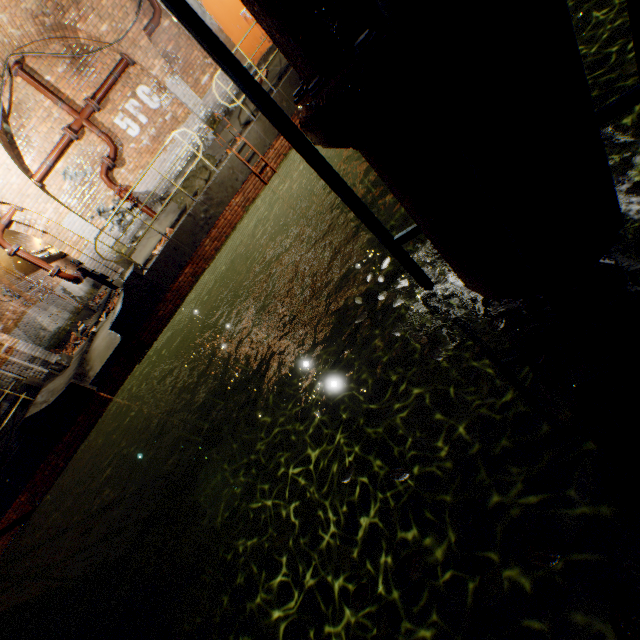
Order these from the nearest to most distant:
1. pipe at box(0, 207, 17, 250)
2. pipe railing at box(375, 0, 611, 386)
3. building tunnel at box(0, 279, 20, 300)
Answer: pipe railing at box(375, 0, 611, 386) < pipe at box(0, 207, 17, 250) < building tunnel at box(0, 279, 20, 300)

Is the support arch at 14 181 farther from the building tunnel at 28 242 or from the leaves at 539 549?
the leaves at 539 549

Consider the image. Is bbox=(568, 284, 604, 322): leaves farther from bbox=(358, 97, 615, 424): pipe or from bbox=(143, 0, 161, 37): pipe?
bbox=(143, 0, 161, 37): pipe

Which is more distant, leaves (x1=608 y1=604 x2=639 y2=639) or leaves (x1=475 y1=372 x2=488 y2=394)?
leaves (x1=475 y1=372 x2=488 y2=394)

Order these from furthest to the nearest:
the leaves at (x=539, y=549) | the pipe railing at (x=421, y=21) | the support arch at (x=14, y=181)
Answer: the support arch at (x=14, y=181) → the leaves at (x=539, y=549) → the pipe railing at (x=421, y=21)

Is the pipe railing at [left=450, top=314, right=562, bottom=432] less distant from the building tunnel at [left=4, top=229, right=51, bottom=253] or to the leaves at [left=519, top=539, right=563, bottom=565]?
the leaves at [left=519, top=539, right=563, bottom=565]

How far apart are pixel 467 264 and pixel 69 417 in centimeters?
1048cm

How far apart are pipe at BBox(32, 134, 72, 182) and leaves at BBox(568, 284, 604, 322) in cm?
1169
